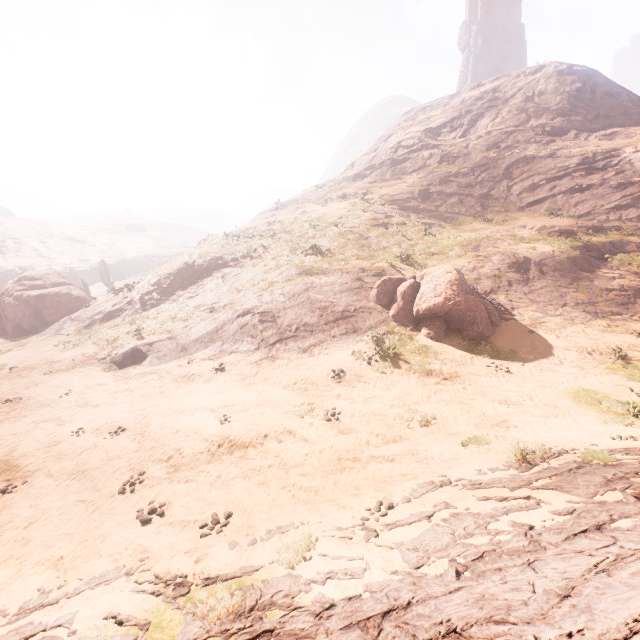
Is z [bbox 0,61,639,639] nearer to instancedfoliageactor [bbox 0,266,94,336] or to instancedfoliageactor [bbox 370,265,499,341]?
instancedfoliageactor [bbox 370,265,499,341]

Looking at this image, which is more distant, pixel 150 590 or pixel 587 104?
pixel 587 104

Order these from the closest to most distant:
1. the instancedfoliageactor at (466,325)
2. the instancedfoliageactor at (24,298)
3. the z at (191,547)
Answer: the z at (191,547)
the instancedfoliageactor at (466,325)
the instancedfoliageactor at (24,298)

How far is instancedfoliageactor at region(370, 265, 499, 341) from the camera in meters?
13.9 m

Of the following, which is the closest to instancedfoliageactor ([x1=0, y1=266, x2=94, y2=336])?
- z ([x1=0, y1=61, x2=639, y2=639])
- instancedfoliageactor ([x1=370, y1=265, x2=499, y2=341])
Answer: z ([x1=0, y1=61, x2=639, y2=639])

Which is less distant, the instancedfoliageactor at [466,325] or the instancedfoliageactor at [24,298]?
the instancedfoliageactor at [466,325]

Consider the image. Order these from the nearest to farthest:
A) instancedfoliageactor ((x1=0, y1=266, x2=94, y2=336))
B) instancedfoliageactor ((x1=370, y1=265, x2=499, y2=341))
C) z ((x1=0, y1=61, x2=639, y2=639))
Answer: z ((x1=0, y1=61, x2=639, y2=639)) → instancedfoliageactor ((x1=370, y1=265, x2=499, y2=341)) → instancedfoliageactor ((x1=0, y1=266, x2=94, y2=336))
